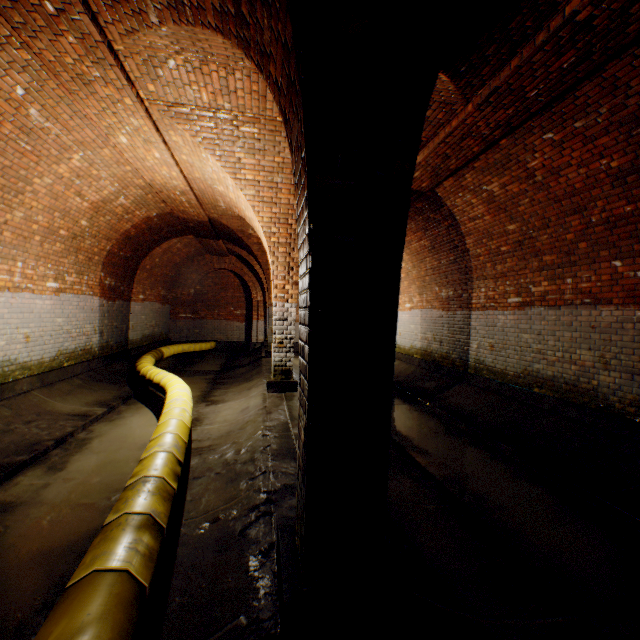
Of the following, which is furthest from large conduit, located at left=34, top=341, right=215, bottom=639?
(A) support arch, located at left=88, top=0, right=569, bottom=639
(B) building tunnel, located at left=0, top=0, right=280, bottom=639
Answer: (A) support arch, located at left=88, top=0, right=569, bottom=639

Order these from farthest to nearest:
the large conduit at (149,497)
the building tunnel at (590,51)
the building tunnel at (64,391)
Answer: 1. the building tunnel at (64,391)
2. the building tunnel at (590,51)
3. the large conduit at (149,497)

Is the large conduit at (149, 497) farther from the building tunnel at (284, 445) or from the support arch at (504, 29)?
the support arch at (504, 29)

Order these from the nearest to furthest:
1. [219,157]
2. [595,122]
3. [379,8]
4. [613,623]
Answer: [379,8] → [613,623] → [595,122] → [219,157]

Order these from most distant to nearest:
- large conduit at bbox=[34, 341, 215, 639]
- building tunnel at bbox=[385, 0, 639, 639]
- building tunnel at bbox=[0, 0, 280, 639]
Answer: building tunnel at bbox=[0, 0, 280, 639] → building tunnel at bbox=[385, 0, 639, 639] → large conduit at bbox=[34, 341, 215, 639]

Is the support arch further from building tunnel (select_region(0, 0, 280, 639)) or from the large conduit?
the large conduit

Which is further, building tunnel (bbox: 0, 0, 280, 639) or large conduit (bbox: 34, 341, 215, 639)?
building tunnel (bbox: 0, 0, 280, 639)
